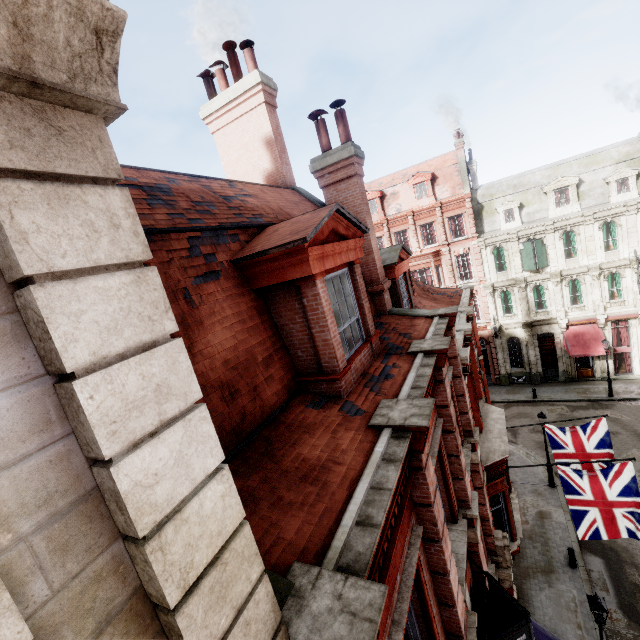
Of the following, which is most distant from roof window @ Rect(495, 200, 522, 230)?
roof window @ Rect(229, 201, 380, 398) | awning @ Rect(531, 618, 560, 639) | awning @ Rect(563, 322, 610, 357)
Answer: roof window @ Rect(229, 201, 380, 398)

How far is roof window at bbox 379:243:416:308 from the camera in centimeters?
995cm

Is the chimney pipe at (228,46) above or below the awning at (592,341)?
above

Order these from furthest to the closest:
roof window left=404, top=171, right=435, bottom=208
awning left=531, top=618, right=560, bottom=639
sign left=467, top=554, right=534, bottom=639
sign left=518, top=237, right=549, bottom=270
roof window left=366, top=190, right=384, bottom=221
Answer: roof window left=366, top=190, right=384, bottom=221 → roof window left=404, top=171, right=435, bottom=208 → sign left=518, top=237, right=549, bottom=270 → awning left=531, top=618, right=560, bottom=639 → sign left=467, top=554, right=534, bottom=639

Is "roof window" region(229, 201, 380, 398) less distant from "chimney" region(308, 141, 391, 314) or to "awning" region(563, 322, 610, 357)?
"chimney" region(308, 141, 391, 314)

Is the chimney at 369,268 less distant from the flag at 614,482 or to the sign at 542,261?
the flag at 614,482

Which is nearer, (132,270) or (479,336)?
(132,270)

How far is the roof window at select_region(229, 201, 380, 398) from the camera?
4.4m
